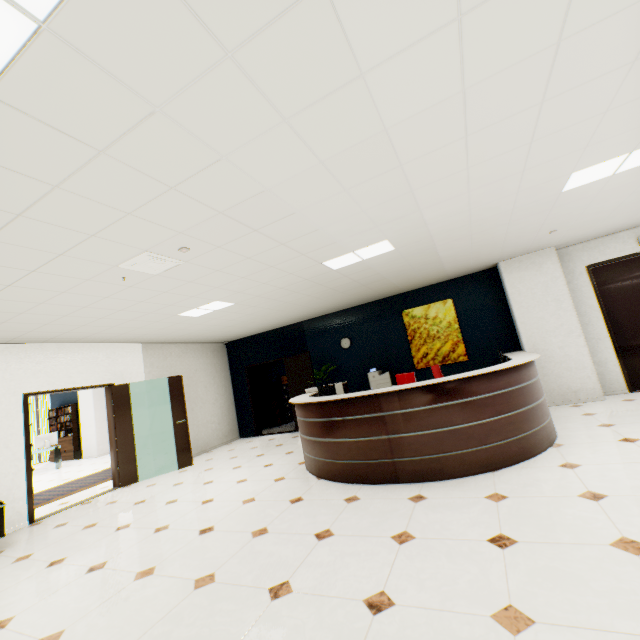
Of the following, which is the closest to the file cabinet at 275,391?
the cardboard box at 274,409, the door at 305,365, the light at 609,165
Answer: the cardboard box at 274,409

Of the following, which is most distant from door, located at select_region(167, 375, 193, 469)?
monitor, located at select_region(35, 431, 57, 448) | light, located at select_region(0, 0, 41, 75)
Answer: monitor, located at select_region(35, 431, 57, 448)

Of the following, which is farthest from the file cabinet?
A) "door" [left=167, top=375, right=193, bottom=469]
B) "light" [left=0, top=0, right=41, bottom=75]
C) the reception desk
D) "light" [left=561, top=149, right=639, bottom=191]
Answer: "light" [left=0, top=0, right=41, bottom=75]

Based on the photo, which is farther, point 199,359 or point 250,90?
point 199,359

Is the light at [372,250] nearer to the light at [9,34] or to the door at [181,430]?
the light at [9,34]

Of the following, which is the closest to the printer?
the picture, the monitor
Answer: the picture

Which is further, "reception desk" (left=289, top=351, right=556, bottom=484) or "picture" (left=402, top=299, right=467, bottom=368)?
"picture" (left=402, top=299, right=467, bottom=368)

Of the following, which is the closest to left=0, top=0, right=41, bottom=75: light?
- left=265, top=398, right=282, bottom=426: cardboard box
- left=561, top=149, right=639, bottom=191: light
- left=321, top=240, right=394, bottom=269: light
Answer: left=321, top=240, right=394, bottom=269: light
